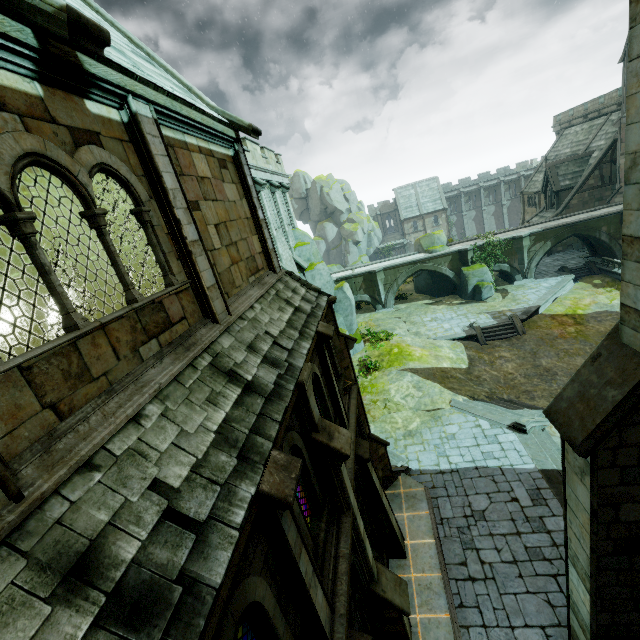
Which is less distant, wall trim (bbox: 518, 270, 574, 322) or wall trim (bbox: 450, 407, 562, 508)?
wall trim (bbox: 450, 407, 562, 508)

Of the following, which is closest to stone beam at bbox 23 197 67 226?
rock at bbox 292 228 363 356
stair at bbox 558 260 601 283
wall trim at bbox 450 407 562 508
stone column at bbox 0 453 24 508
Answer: stone column at bbox 0 453 24 508

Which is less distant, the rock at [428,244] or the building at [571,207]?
the building at [571,207]

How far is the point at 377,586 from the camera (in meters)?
8.12

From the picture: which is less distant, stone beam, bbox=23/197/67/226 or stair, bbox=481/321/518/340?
stone beam, bbox=23/197/67/226

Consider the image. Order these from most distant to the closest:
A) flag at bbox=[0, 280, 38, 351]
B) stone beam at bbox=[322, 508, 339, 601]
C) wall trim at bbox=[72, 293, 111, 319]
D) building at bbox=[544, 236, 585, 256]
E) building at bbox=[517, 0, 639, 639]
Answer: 1. building at bbox=[544, 236, 585, 256]
2. flag at bbox=[0, 280, 38, 351]
3. wall trim at bbox=[72, 293, 111, 319]
4. stone beam at bbox=[322, 508, 339, 601]
5. building at bbox=[517, 0, 639, 639]

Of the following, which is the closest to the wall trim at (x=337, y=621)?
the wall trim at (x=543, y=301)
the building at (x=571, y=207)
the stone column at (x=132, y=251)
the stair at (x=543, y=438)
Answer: the building at (x=571, y=207)

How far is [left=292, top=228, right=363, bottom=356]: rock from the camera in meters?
23.7
